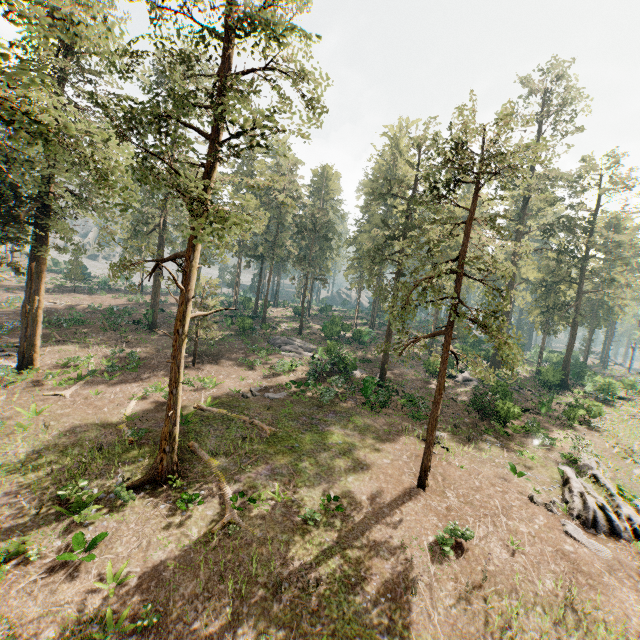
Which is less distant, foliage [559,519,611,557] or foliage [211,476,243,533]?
foliage [211,476,243,533]

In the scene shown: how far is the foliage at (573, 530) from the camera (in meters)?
15.31

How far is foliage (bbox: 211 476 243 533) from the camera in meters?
13.2 m

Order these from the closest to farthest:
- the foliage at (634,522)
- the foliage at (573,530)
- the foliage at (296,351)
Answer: the foliage at (573,530)
the foliage at (634,522)
the foliage at (296,351)

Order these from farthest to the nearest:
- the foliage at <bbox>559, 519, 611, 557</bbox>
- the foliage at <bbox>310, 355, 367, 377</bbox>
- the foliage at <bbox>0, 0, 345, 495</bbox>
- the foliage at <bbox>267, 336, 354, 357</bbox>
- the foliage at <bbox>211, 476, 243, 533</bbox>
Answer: the foliage at <bbox>267, 336, 354, 357</bbox> < the foliage at <bbox>310, 355, 367, 377</bbox> < the foliage at <bbox>559, 519, 611, 557</bbox> < the foliage at <bbox>211, 476, 243, 533</bbox> < the foliage at <bbox>0, 0, 345, 495</bbox>

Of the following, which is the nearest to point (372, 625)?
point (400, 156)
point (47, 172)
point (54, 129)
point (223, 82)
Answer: point (223, 82)
